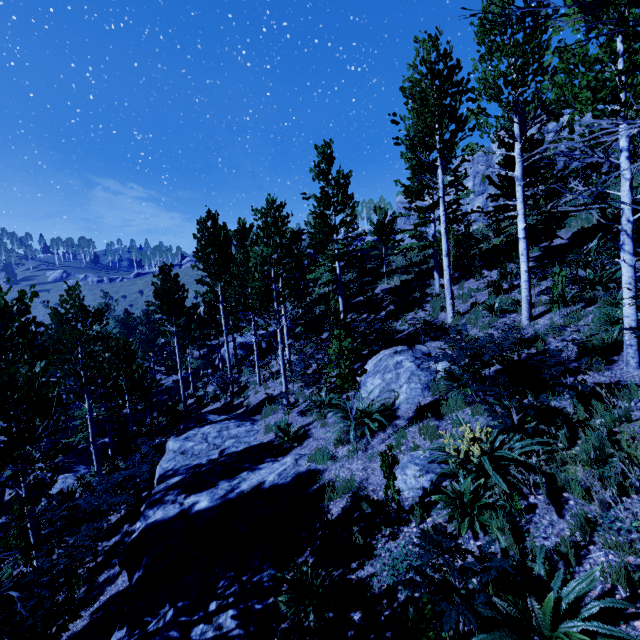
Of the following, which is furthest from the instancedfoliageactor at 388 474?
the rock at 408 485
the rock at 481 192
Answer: the rock at 481 192

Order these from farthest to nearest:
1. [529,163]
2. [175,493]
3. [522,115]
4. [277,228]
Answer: [529,163] → [277,228] → [175,493] → [522,115]

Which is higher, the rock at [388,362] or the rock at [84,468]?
the rock at [388,362]

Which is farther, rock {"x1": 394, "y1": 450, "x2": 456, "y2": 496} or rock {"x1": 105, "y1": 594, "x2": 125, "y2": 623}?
rock {"x1": 105, "y1": 594, "x2": 125, "y2": 623}

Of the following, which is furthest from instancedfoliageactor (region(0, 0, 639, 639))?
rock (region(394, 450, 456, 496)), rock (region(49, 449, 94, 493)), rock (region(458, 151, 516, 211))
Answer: rock (region(458, 151, 516, 211))

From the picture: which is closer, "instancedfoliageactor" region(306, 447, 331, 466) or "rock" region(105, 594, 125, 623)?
"rock" region(105, 594, 125, 623)

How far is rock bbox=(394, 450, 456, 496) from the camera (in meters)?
5.40

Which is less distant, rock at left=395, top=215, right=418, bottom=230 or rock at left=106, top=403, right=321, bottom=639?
rock at left=106, top=403, right=321, bottom=639
